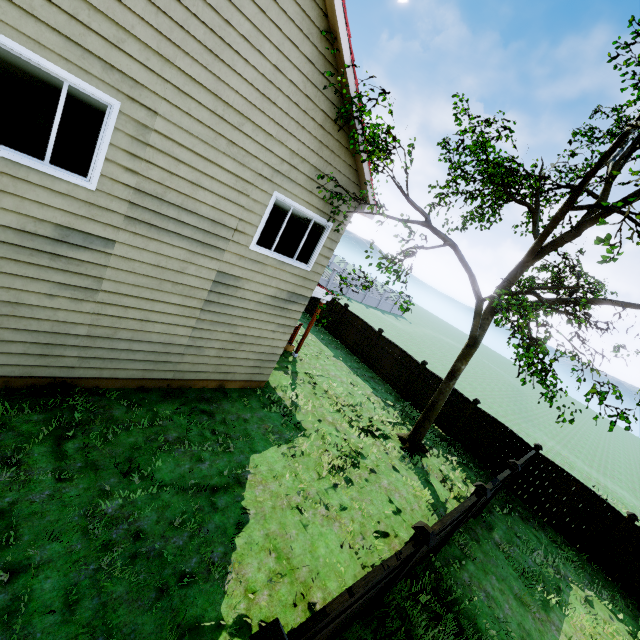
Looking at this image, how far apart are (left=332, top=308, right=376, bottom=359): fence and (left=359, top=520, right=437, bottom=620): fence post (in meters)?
12.20

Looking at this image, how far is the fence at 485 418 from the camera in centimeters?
1140cm

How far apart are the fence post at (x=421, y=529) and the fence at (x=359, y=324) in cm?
1220

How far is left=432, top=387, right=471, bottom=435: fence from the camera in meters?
13.5 m

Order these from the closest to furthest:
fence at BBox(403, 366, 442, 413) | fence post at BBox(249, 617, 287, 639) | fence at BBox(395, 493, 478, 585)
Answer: fence post at BBox(249, 617, 287, 639)
fence at BBox(395, 493, 478, 585)
fence at BBox(403, 366, 442, 413)

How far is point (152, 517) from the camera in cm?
512

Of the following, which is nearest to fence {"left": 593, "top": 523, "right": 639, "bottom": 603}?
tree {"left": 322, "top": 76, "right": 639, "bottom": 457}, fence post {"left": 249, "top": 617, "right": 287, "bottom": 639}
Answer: fence post {"left": 249, "top": 617, "right": 287, "bottom": 639}

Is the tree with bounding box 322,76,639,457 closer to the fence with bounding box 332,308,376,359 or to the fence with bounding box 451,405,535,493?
the fence with bounding box 451,405,535,493
